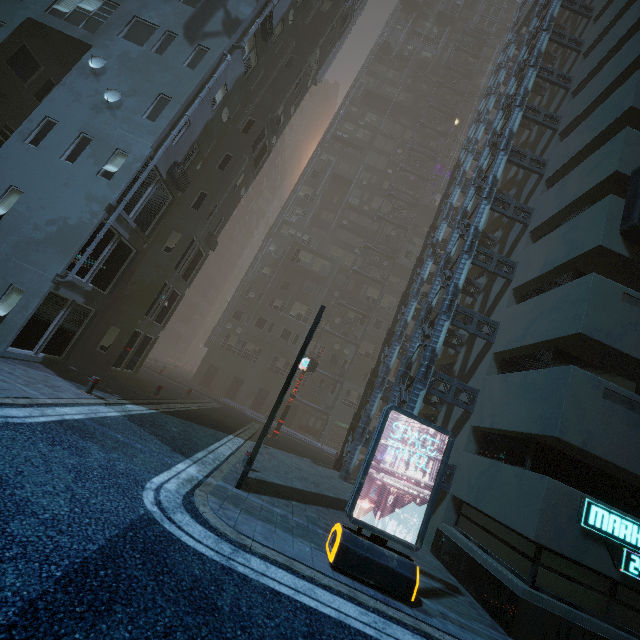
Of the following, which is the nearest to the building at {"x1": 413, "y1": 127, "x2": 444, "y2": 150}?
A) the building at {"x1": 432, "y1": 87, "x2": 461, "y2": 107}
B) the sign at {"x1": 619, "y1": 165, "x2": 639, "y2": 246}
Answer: the sign at {"x1": 619, "y1": 165, "x2": 639, "y2": 246}

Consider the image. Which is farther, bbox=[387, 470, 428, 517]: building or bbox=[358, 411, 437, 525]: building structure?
bbox=[387, 470, 428, 517]: building

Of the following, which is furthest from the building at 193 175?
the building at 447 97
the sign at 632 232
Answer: the building at 447 97

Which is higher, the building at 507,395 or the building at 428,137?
the building at 428,137

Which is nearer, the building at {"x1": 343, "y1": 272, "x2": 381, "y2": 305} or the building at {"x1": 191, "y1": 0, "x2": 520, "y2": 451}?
the building at {"x1": 191, "y1": 0, "x2": 520, "y2": 451}

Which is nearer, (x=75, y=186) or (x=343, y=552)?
(x=343, y=552)

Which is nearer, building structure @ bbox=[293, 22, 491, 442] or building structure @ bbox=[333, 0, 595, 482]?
building structure @ bbox=[333, 0, 595, 482]

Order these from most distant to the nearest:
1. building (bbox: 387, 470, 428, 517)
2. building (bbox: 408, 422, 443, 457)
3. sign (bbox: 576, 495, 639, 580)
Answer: building (bbox: 408, 422, 443, 457)
building (bbox: 387, 470, 428, 517)
sign (bbox: 576, 495, 639, 580)
